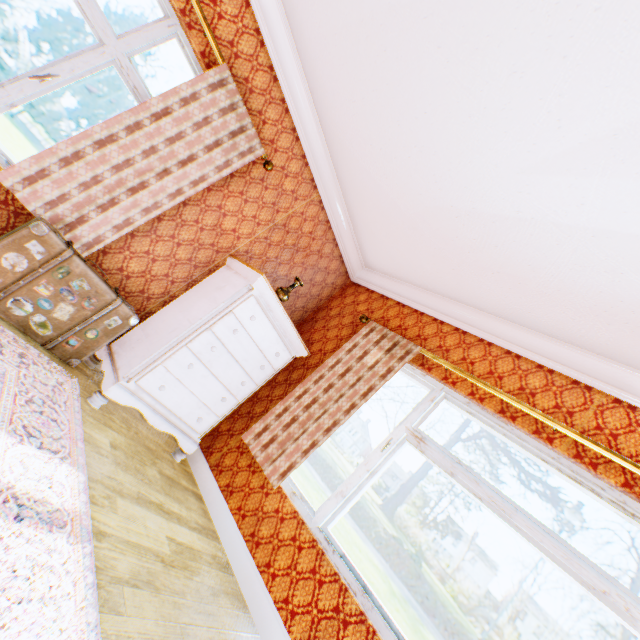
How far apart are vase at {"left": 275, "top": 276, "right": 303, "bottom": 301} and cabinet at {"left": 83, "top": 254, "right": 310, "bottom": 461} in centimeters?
28cm

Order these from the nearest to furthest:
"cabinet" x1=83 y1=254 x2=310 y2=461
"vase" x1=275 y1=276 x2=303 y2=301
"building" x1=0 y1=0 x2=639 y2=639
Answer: "building" x1=0 y1=0 x2=639 y2=639 < "cabinet" x1=83 y1=254 x2=310 y2=461 < "vase" x1=275 y1=276 x2=303 y2=301

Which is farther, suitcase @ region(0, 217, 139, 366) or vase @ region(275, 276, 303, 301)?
vase @ region(275, 276, 303, 301)

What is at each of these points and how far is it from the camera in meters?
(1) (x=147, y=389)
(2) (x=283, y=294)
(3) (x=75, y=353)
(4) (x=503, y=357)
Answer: (1) cabinet, 2.7 m
(2) vase, 3.4 m
(3) suitcase, 2.5 m
(4) building, 3.0 m

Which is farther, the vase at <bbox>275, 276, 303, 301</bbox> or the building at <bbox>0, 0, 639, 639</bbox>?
the vase at <bbox>275, 276, 303, 301</bbox>

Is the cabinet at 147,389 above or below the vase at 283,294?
below

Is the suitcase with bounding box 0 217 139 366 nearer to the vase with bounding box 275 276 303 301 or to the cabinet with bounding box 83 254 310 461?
the cabinet with bounding box 83 254 310 461

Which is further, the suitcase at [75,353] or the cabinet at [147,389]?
the cabinet at [147,389]
